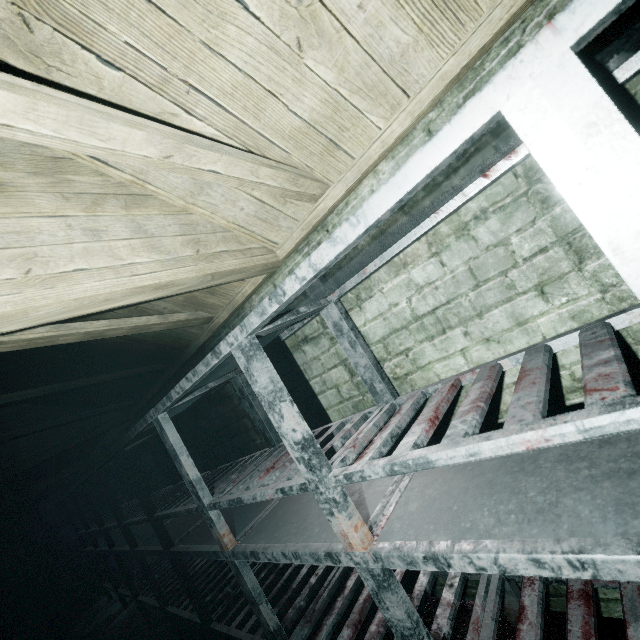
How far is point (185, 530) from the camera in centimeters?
256cm

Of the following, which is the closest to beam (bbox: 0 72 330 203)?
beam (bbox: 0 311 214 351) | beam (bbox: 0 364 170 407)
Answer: beam (bbox: 0 311 214 351)

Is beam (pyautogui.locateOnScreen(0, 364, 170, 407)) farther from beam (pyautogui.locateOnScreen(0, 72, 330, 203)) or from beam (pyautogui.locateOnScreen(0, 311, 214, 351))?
beam (pyautogui.locateOnScreen(0, 72, 330, 203))

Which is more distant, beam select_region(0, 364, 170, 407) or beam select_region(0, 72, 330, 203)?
beam select_region(0, 364, 170, 407)

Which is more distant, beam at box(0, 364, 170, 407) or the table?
beam at box(0, 364, 170, 407)

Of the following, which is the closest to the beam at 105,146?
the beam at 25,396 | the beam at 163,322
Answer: the beam at 163,322

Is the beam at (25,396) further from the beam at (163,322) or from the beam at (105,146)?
the beam at (105,146)
